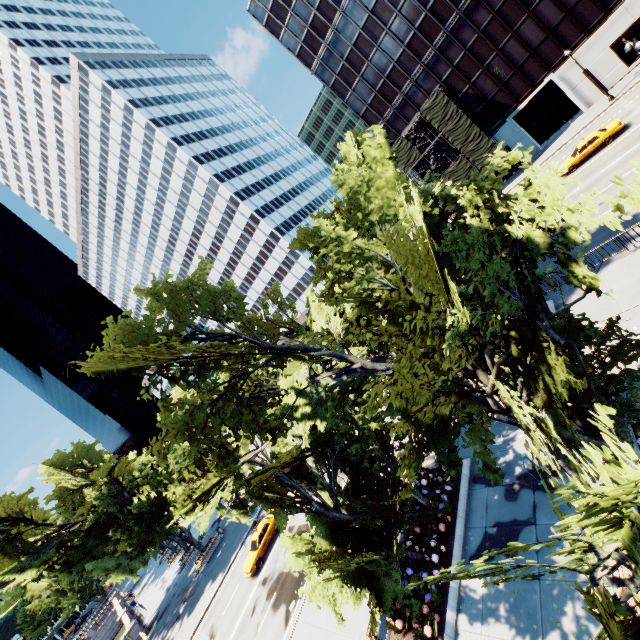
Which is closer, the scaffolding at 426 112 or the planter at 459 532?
the planter at 459 532

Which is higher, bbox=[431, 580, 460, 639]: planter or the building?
the building

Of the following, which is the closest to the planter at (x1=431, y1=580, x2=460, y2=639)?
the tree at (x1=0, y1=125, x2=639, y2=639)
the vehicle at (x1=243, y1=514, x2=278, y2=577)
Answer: the tree at (x1=0, y1=125, x2=639, y2=639)

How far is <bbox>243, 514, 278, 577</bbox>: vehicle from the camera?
25.4m

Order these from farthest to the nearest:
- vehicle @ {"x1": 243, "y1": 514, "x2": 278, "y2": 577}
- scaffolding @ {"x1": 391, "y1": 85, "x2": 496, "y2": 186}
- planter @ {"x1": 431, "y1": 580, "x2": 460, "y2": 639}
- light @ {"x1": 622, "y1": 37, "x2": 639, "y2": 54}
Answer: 1. scaffolding @ {"x1": 391, "y1": 85, "x2": 496, "y2": 186}
2. vehicle @ {"x1": 243, "y1": 514, "x2": 278, "y2": 577}
3. light @ {"x1": 622, "y1": 37, "x2": 639, "y2": 54}
4. planter @ {"x1": 431, "y1": 580, "x2": 460, "y2": 639}

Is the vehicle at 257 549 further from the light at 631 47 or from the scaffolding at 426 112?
the scaffolding at 426 112

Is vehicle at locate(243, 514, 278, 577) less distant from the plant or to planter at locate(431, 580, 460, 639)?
planter at locate(431, 580, 460, 639)

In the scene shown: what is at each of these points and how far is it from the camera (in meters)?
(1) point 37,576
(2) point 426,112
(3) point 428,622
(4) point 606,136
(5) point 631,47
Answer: (1) tree, 34.41
(2) scaffolding, 42.38
(3) plant, 11.05
(4) vehicle, 27.42
(5) light, 16.41
